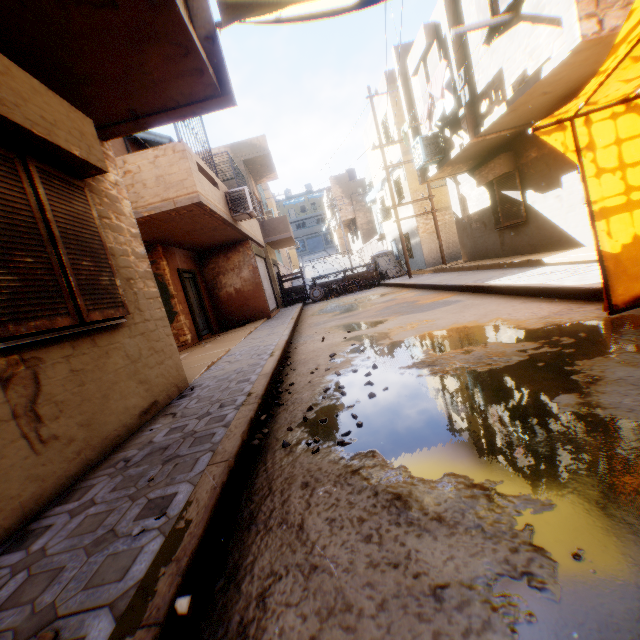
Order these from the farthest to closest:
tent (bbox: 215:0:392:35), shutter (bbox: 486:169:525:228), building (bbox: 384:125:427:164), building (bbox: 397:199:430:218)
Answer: building (bbox: 397:199:430:218) → building (bbox: 384:125:427:164) → shutter (bbox: 486:169:525:228) → tent (bbox: 215:0:392:35)

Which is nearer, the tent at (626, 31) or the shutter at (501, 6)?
the tent at (626, 31)

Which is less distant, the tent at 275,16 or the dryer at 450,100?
the tent at 275,16

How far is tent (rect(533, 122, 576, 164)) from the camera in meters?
3.3 m

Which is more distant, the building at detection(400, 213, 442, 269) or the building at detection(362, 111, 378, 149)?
the building at detection(362, 111, 378, 149)

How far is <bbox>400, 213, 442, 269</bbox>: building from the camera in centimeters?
1681cm

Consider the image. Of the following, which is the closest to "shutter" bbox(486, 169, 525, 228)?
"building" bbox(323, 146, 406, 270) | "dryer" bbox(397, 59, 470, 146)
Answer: "dryer" bbox(397, 59, 470, 146)

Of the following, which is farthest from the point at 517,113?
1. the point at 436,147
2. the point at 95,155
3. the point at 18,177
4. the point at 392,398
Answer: the point at 18,177
